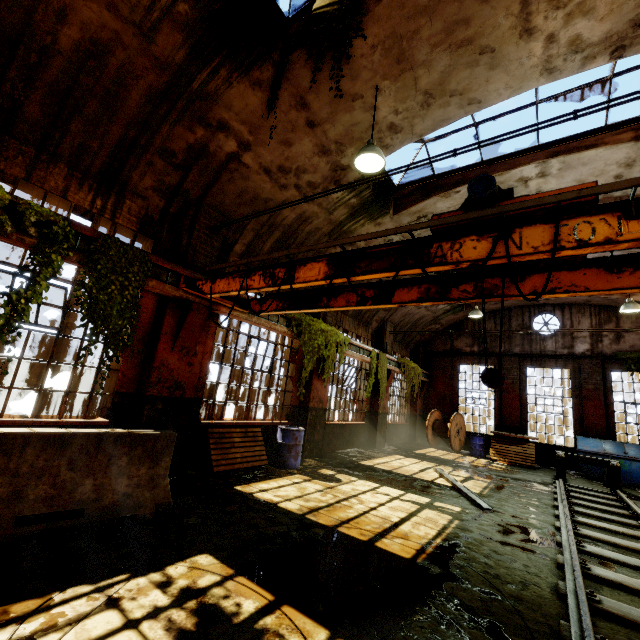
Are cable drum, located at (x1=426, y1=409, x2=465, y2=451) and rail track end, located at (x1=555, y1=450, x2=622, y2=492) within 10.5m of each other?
yes

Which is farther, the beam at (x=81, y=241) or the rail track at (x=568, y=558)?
the beam at (x=81, y=241)

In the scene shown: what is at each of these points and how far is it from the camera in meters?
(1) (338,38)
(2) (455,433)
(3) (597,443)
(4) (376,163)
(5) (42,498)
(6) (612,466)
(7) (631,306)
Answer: (1) vine, 4.4 m
(2) cable drum, 15.7 m
(3) dumpster, 12.8 m
(4) hanging light, 5.5 m
(5) concrete barricade, 3.7 m
(6) rail track end, 10.0 m
(7) hanging light, 10.5 m

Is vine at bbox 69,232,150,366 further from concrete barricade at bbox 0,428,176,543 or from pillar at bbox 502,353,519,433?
pillar at bbox 502,353,519,433

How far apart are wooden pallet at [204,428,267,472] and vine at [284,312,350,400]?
1.29m

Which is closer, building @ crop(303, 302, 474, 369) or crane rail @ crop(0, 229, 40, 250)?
crane rail @ crop(0, 229, 40, 250)

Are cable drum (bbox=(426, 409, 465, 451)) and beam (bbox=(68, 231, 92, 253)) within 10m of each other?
no

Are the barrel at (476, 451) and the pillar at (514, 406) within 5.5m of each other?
yes
